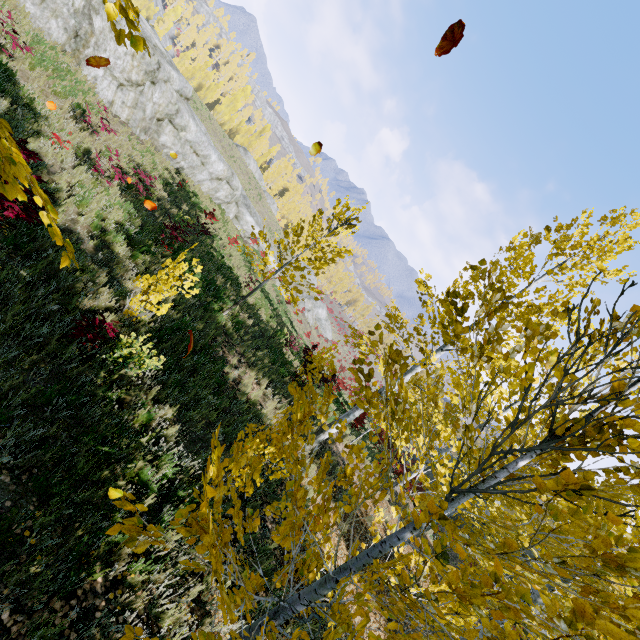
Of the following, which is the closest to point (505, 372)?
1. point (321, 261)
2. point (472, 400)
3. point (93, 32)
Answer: point (472, 400)

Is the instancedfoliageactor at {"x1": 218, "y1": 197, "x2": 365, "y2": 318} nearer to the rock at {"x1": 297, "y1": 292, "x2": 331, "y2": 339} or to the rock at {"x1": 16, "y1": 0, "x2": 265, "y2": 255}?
the rock at {"x1": 16, "y1": 0, "x2": 265, "y2": 255}

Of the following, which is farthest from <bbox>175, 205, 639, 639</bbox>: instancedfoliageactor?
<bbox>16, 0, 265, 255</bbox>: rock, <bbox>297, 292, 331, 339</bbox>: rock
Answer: <bbox>297, 292, 331, 339</bbox>: rock

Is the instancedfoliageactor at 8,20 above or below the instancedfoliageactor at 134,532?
below

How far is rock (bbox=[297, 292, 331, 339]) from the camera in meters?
43.5

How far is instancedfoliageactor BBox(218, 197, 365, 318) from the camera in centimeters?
1001cm

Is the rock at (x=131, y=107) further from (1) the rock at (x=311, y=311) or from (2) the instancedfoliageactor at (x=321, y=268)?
(2) the instancedfoliageactor at (x=321, y=268)
